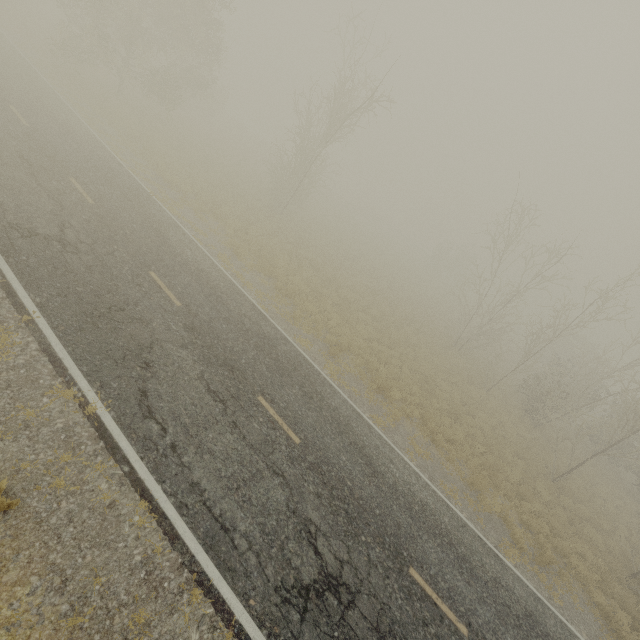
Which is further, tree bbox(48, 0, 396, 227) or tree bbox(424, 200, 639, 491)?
tree bbox(48, 0, 396, 227)

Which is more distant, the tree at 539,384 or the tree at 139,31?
the tree at 139,31

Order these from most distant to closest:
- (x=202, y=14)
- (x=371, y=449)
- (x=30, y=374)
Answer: (x=202, y=14), (x=371, y=449), (x=30, y=374)
